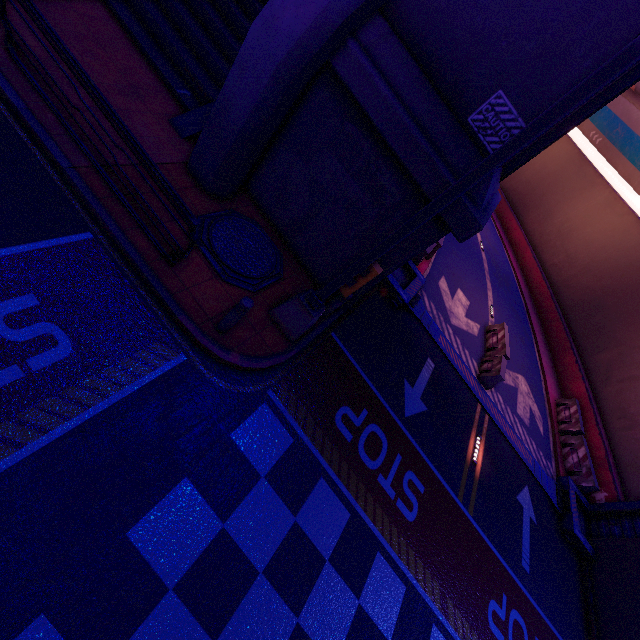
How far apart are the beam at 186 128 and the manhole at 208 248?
2.0 meters

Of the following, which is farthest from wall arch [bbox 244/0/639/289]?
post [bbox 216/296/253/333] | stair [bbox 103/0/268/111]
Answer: post [bbox 216/296/253/333]

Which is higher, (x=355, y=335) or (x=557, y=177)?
(x=557, y=177)

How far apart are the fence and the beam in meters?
17.3 m

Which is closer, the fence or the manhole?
the manhole

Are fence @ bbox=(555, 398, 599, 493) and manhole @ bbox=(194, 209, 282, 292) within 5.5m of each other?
no

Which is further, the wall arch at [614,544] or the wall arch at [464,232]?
the wall arch at [614,544]

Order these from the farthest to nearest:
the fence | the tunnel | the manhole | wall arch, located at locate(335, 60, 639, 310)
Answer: the fence → the tunnel → the manhole → wall arch, located at locate(335, 60, 639, 310)
